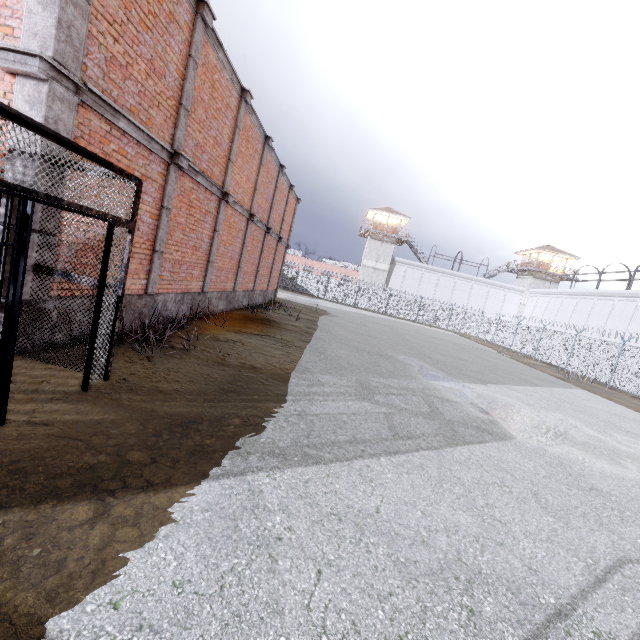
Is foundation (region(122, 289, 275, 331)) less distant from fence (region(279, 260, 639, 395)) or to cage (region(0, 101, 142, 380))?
cage (region(0, 101, 142, 380))

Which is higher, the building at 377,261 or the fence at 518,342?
the building at 377,261

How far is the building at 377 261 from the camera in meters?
47.0

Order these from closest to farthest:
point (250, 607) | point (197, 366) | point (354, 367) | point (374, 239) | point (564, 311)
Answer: point (250, 607)
point (197, 366)
point (354, 367)
point (564, 311)
point (374, 239)

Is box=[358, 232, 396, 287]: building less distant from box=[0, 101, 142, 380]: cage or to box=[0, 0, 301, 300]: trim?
box=[0, 0, 301, 300]: trim

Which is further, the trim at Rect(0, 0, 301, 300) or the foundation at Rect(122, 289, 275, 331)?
the foundation at Rect(122, 289, 275, 331)

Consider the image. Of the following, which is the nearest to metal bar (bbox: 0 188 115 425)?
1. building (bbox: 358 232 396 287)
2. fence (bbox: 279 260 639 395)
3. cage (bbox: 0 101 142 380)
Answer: cage (bbox: 0 101 142 380)

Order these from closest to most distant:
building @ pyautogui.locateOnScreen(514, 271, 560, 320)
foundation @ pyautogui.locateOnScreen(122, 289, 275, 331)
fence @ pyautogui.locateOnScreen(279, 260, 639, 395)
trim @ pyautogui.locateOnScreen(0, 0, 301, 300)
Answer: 1. trim @ pyautogui.locateOnScreen(0, 0, 301, 300)
2. foundation @ pyautogui.locateOnScreen(122, 289, 275, 331)
3. fence @ pyautogui.locateOnScreen(279, 260, 639, 395)
4. building @ pyautogui.locateOnScreen(514, 271, 560, 320)
